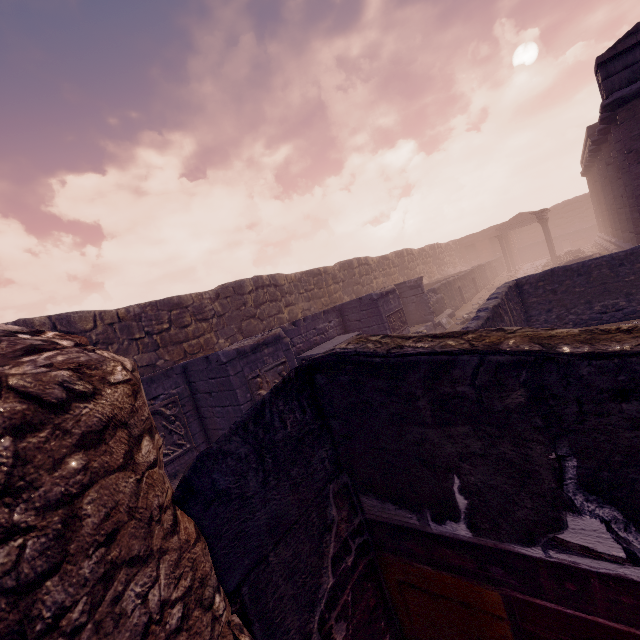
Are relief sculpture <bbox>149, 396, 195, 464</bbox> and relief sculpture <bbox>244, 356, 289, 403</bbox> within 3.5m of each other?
yes

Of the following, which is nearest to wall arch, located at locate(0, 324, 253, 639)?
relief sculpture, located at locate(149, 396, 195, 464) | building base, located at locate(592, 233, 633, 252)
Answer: relief sculpture, located at locate(149, 396, 195, 464)

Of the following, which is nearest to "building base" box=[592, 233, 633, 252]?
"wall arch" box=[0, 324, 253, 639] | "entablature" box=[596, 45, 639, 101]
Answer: "entablature" box=[596, 45, 639, 101]

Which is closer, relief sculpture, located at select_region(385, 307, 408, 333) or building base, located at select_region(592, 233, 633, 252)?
relief sculpture, located at select_region(385, 307, 408, 333)

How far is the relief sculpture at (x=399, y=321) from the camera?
12.3 meters

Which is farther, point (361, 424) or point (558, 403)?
point (361, 424)

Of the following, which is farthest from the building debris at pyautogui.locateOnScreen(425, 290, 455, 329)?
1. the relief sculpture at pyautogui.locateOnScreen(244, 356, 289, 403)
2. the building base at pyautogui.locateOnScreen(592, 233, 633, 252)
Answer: the relief sculpture at pyautogui.locateOnScreen(244, 356, 289, 403)

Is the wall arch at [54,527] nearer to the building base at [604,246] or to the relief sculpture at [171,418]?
the relief sculpture at [171,418]
